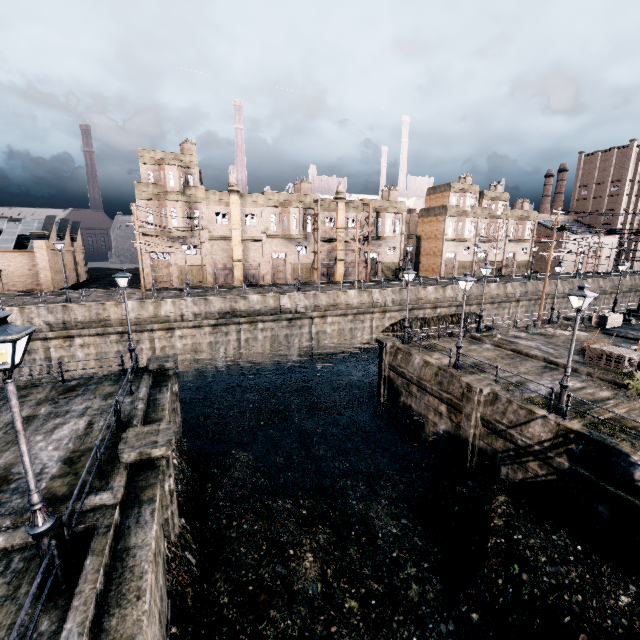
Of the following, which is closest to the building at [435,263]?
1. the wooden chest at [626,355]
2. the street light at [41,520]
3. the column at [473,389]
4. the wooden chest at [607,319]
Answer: the wooden chest at [607,319]

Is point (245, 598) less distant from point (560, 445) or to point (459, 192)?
point (560, 445)

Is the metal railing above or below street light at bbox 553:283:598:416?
above

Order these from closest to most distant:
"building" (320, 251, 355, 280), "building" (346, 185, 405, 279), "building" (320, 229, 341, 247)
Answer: "building" (320, 229, 341, 247) → "building" (320, 251, 355, 280) → "building" (346, 185, 405, 279)

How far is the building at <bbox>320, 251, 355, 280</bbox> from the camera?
48.81m

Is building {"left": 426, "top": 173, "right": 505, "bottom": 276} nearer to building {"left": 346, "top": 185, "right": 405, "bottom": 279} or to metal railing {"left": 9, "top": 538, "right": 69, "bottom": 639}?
building {"left": 346, "top": 185, "right": 405, "bottom": 279}

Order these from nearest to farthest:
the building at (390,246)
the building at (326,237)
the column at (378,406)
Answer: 1. the column at (378,406)
2. the building at (326,237)
3. the building at (390,246)

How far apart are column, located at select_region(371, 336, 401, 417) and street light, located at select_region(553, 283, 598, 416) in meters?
11.1
